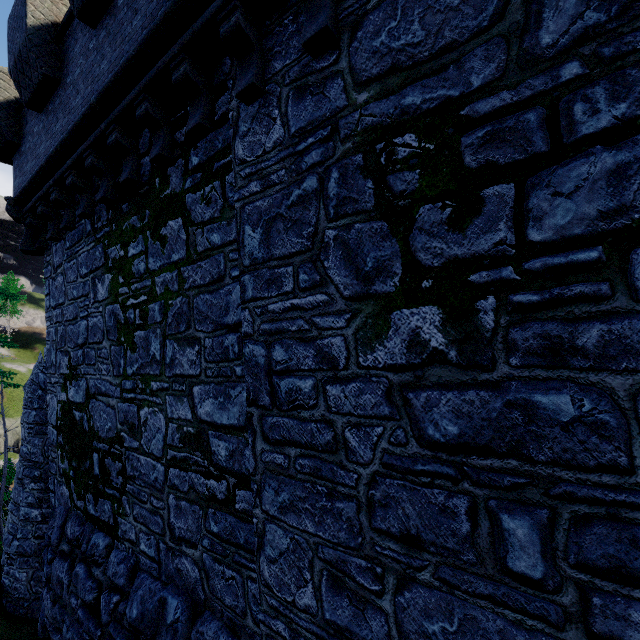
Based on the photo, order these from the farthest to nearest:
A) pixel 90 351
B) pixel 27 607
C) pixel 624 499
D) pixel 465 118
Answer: pixel 27 607 → pixel 90 351 → pixel 465 118 → pixel 624 499
